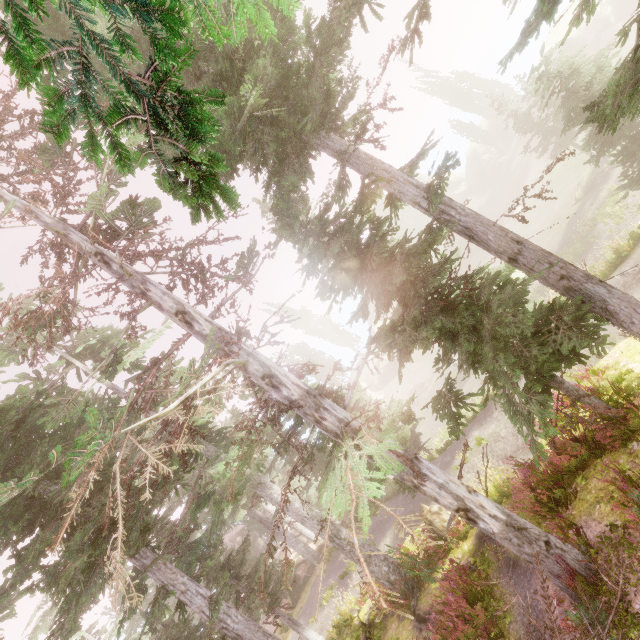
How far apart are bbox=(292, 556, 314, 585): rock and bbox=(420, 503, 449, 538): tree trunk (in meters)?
18.27

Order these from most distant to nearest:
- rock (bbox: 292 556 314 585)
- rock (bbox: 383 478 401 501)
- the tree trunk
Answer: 1. rock (bbox: 292 556 314 585)
2. rock (bbox: 383 478 401 501)
3. the tree trunk

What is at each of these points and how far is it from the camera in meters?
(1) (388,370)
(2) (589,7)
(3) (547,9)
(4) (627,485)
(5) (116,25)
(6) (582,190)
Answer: (1) rock, 54.1
(2) instancedfoliageactor, 4.5
(3) instancedfoliageactor, 3.1
(4) instancedfoliageactor, 6.2
(5) instancedfoliageactor, 1.5
(6) rock, 28.7

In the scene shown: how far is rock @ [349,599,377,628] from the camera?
14.2 meters

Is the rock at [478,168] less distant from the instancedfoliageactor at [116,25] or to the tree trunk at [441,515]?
the instancedfoliageactor at [116,25]

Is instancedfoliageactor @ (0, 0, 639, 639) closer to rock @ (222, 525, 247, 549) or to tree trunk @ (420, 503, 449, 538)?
rock @ (222, 525, 247, 549)

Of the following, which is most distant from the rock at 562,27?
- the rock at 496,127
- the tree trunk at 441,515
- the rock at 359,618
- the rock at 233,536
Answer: the rock at 233,536

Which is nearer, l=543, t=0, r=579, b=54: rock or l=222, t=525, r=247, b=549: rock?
l=543, t=0, r=579, b=54: rock
